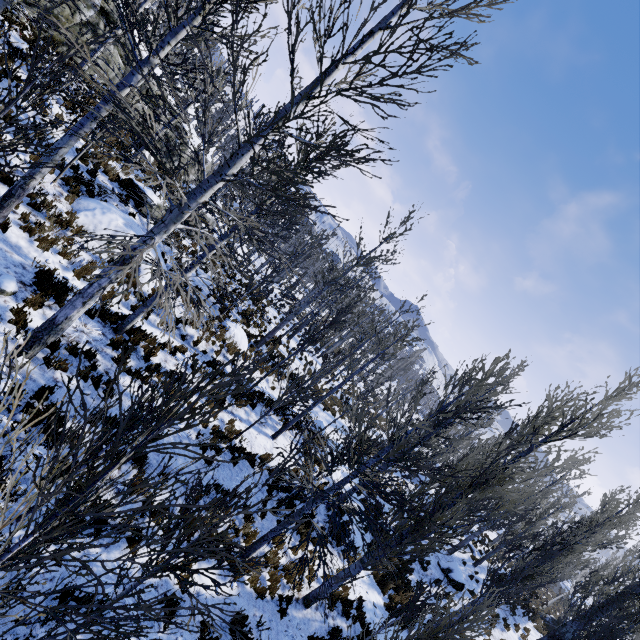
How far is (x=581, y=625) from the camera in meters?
16.6 m

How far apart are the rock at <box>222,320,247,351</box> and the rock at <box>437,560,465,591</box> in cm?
1595

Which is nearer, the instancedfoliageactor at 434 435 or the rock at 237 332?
the instancedfoliageactor at 434 435

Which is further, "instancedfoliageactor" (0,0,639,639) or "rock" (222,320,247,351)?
"rock" (222,320,247,351)

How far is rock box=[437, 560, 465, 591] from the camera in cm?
1722

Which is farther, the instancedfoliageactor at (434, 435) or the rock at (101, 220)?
the rock at (101, 220)

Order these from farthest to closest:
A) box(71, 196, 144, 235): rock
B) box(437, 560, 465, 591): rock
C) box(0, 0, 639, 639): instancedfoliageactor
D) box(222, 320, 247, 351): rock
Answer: box(437, 560, 465, 591): rock, box(222, 320, 247, 351): rock, box(71, 196, 144, 235): rock, box(0, 0, 639, 639): instancedfoliageactor

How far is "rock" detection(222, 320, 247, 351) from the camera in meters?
14.9
